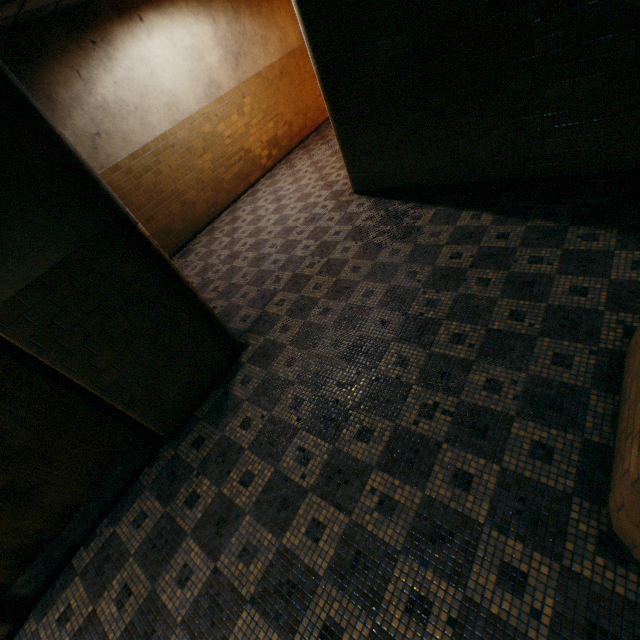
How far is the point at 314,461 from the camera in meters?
2.8 m
